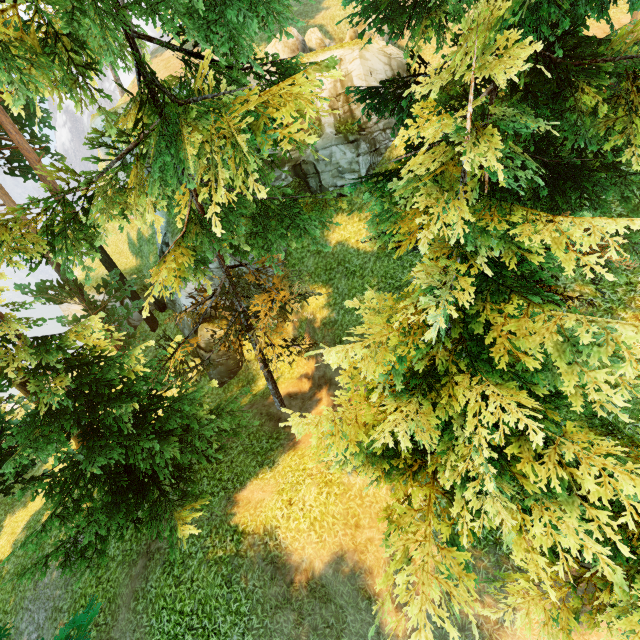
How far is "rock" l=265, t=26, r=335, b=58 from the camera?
15.5 meters

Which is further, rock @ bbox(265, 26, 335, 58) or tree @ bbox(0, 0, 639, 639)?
rock @ bbox(265, 26, 335, 58)

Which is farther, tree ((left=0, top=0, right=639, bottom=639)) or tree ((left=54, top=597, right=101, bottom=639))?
tree ((left=54, top=597, right=101, bottom=639))

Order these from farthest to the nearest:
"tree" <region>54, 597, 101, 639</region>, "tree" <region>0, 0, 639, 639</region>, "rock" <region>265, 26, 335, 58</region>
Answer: "rock" <region>265, 26, 335, 58</region>, "tree" <region>54, 597, 101, 639</region>, "tree" <region>0, 0, 639, 639</region>

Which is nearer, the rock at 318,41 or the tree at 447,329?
the tree at 447,329

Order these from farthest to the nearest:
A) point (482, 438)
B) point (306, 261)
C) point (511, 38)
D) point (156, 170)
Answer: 1. point (306, 261)
2. point (156, 170)
3. point (482, 438)
4. point (511, 38)

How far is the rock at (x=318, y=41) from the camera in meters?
15.5 m
